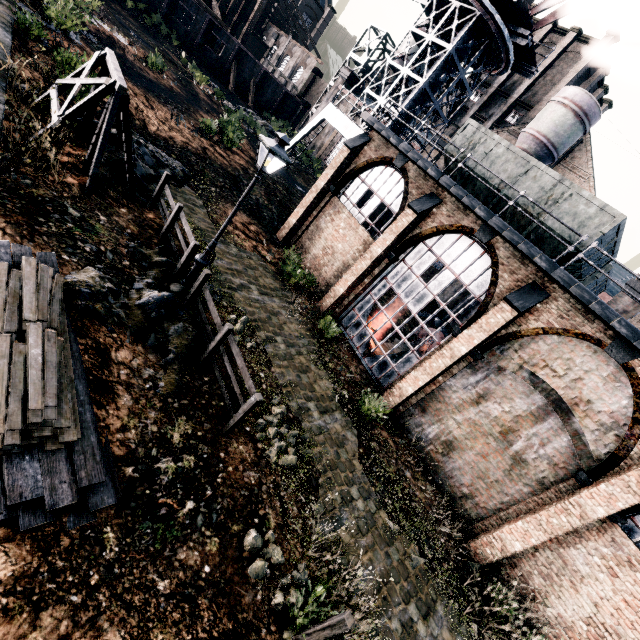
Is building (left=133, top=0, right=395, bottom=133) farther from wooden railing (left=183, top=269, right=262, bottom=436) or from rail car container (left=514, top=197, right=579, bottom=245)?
wooden railing (left=183, top=269, right=262, bottom=436)

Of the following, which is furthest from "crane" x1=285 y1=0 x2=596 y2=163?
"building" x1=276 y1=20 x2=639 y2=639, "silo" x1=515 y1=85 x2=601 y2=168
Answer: "silo" x1=515 y1=85 x2=601 y2=168

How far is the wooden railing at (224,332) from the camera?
7.54m

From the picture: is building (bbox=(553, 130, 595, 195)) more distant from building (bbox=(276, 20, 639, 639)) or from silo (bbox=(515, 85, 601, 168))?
building (bbox=(276, 20, 639, 639))

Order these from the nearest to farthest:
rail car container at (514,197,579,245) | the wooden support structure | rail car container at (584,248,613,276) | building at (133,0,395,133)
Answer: the wooden support structure < rail car container at (514,197,579,245) < rail car container at (584,248,613,276) < building at (133,0,395,133)

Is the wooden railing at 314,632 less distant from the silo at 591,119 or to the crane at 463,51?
the crane at 463,51

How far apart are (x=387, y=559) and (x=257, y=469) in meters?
4.6 m

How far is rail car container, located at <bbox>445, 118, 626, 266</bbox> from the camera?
11.7 meters
